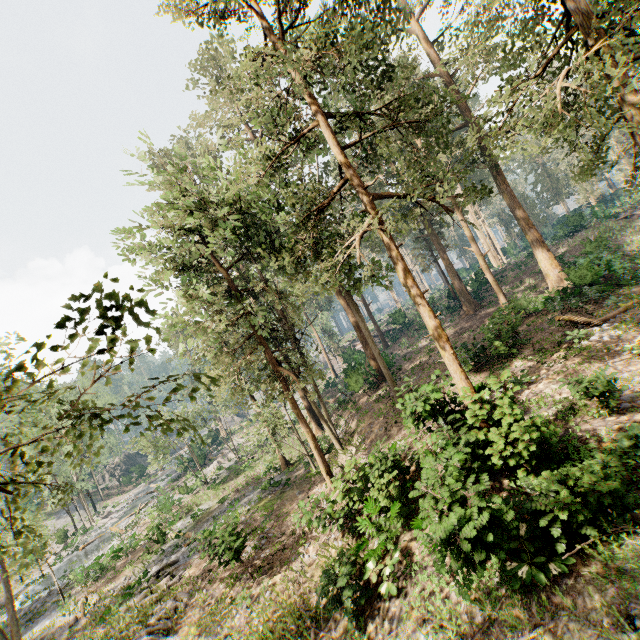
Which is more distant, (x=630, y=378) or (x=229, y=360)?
(x=229, y=360)

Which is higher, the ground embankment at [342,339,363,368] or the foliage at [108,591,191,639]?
the ground embankment at [342,339,363,368]

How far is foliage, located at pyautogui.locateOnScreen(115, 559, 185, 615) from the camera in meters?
16.4 m

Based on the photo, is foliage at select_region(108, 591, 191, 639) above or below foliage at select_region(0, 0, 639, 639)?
below

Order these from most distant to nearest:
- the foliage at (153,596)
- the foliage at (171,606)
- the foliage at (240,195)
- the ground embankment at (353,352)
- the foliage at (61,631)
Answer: the ground embankment at (353,352)
the foliage at (61,631)
the foliage at (153,596)
the foliage at (171,606)
the foliage at (240,195)

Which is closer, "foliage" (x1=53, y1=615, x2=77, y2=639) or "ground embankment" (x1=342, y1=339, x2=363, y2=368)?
"foliage" (x1=53, y1=615, x2=77, y2=639)

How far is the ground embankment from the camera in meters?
34.2 m

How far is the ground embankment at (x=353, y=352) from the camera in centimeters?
3421cm
